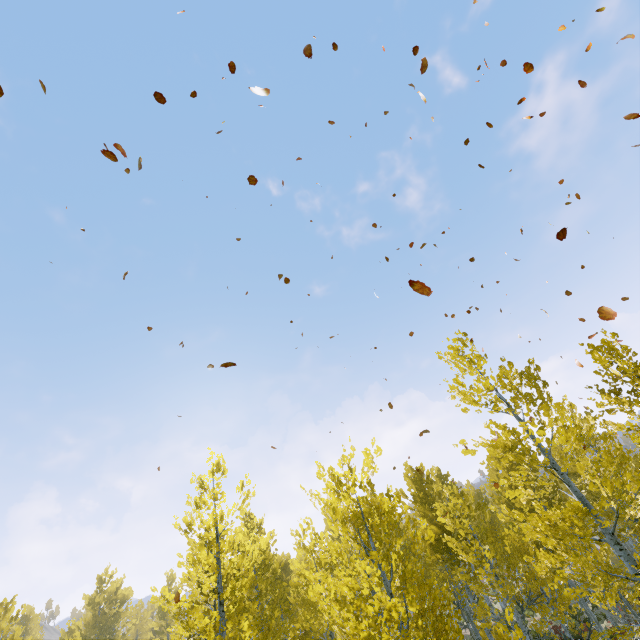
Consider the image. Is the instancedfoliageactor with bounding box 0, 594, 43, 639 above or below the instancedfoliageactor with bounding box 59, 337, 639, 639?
above

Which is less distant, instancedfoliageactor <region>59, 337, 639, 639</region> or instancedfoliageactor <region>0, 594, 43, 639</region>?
instancedfoliageactor <region>59, 337, 639, 639</region>

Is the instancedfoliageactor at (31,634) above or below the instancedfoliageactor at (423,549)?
above

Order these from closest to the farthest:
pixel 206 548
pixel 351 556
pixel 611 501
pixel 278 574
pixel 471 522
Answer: pixel 351 556
pixel 611 501
pixel 206 548
pixel 471 522
pixel 278 574

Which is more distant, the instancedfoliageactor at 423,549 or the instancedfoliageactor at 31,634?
the instancedfoliageactor at 31,634
